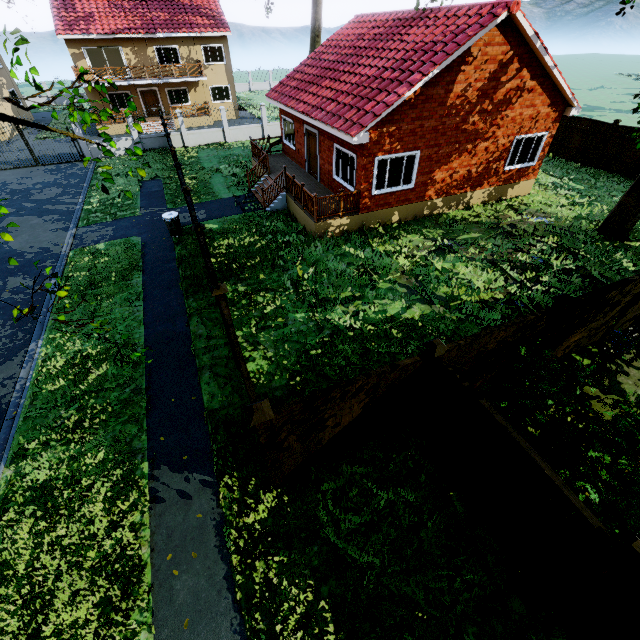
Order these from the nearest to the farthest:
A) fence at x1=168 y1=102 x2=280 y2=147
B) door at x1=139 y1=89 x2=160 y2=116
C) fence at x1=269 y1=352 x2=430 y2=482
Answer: fence at x1=269 y1=352 x2=430 y2=482 → fence at x1=168 y1=102 x2=280 y2=147 → door at x1=139 y1=89 x2=160 y2=116

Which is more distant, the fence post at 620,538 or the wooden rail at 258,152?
the wooden rail at 258,152

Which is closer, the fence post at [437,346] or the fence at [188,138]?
the fence post at [437,346]

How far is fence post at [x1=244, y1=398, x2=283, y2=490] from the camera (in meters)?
4.30

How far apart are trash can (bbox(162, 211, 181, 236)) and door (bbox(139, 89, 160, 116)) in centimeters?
2457cm

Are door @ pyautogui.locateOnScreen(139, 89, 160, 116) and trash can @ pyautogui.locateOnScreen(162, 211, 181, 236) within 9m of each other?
no

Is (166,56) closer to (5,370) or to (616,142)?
(5,370)

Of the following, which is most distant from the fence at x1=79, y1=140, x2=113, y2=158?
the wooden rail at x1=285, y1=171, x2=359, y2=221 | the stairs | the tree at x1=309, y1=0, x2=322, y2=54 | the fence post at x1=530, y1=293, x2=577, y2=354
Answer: the wooden rail at x1=285, y1=171, x2=359, y2=221
